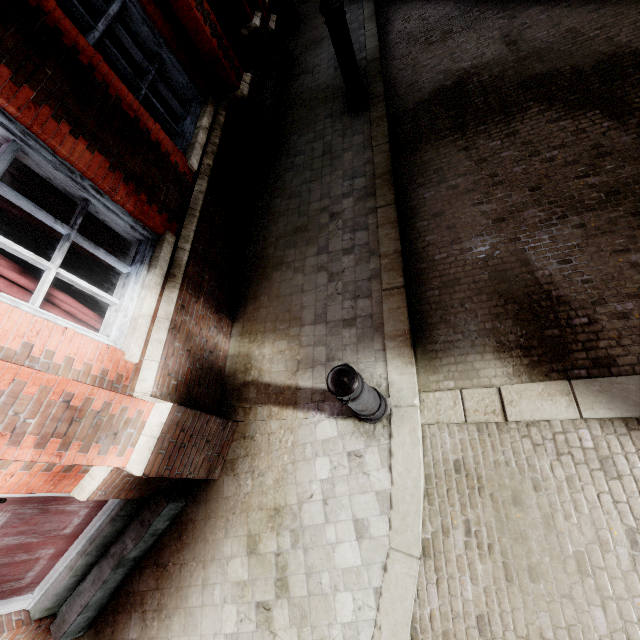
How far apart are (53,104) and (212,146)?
2.06m

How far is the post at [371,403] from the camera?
2.19m

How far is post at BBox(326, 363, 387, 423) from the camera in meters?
2.2 m

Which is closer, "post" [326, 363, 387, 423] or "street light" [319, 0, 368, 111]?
"post" [326, 363, 387, 423]

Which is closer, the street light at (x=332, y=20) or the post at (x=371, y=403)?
the post at (x=371, y=403)
